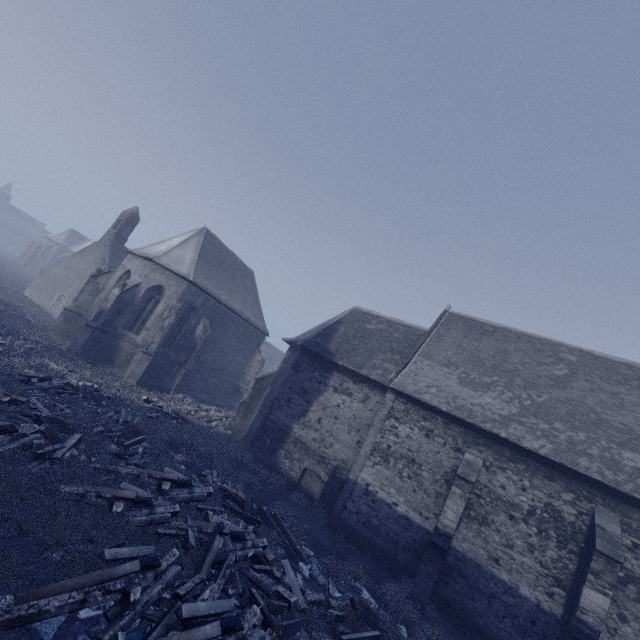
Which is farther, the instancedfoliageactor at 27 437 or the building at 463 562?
the building at 463 562

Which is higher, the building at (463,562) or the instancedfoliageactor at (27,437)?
the building at (463,562)

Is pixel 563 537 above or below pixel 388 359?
below

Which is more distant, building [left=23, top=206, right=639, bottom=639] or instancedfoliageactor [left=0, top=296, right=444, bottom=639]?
building [left=23, top=206, right=639, bottom=639]

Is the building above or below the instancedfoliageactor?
above
